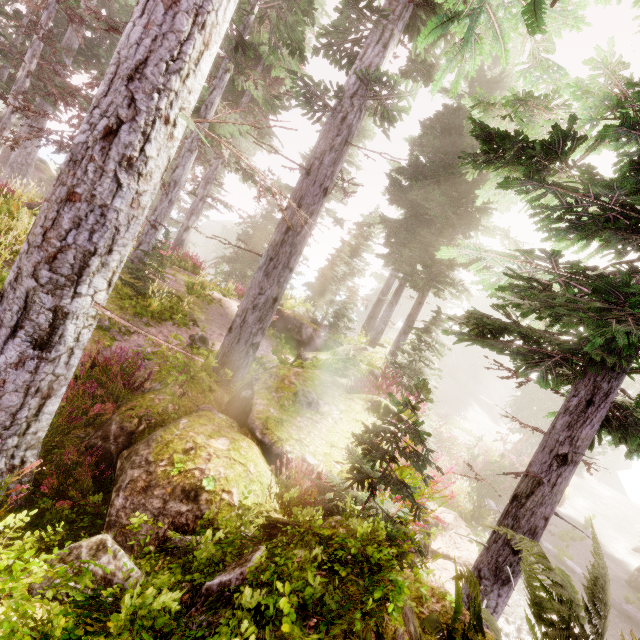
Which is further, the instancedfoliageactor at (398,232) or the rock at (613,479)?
the rock at (613,479)

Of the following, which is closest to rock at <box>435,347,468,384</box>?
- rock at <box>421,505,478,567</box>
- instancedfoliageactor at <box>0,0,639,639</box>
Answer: instancedfoliageactor at <box>0,0,639,639</box>

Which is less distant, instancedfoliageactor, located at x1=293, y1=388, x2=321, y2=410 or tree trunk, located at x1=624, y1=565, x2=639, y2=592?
instancedfoliageactor, located at x1=293, y1=388, x2=321, y2=410

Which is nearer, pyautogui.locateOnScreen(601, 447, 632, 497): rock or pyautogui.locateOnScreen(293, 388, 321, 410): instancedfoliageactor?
pyautogui.locateOnScreen(293, 388, 321, 410): instancedfoliageactor

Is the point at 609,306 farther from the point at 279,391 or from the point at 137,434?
the point at 137,434

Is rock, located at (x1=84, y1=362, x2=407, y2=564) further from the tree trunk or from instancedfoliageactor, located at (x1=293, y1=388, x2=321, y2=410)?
the tree trunk

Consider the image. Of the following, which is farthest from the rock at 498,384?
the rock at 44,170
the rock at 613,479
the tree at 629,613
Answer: the rock at 44,170

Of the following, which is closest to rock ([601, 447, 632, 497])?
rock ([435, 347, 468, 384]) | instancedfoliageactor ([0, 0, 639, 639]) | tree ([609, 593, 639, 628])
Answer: instancedfoliageactor ([0, 0, 639, 639])
